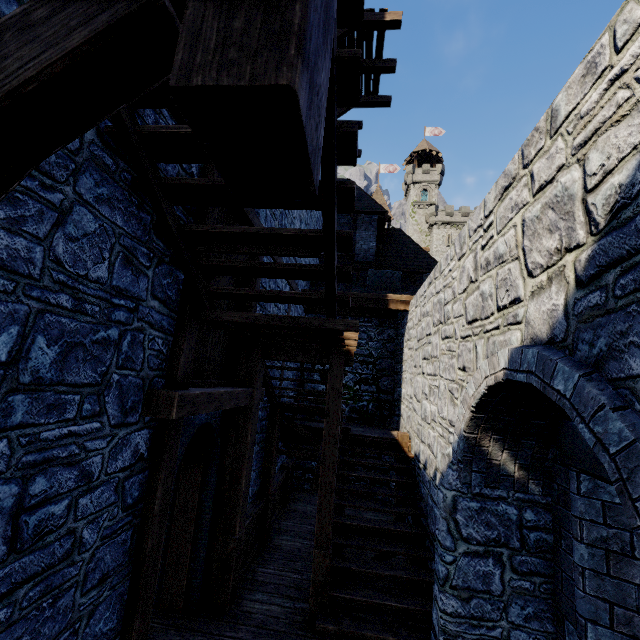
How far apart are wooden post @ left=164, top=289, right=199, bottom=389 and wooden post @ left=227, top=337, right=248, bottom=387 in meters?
1.8 m

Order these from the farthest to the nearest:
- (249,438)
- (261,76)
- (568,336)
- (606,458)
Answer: (249,438)
(568,336)
(606,458)
(261,76)

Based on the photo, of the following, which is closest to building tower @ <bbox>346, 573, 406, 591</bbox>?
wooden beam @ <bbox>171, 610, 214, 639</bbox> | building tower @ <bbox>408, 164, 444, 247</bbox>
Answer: wooden beam @ <bbox>171, 610, 214, 639</bbox>

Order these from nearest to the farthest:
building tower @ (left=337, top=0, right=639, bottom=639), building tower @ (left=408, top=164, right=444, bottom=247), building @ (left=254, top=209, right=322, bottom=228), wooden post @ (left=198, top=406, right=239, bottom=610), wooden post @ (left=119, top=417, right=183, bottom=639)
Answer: building tower @ (left=337, top=0, right=639, bottom=639) → wooden post @ (left=119, top=417, right=183, bottom=639) → wooden post @ (left=198, top=406, right=239, bottom=610) → building @ (left=254, top=209, right=322, bottom=228) → building tower @ (left=408, top=164, right=444, bottom=247)

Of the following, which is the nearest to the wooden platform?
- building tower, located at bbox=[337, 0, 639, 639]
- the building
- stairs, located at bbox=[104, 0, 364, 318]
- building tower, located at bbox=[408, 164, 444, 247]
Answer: the building

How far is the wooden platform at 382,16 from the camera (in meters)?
10.51

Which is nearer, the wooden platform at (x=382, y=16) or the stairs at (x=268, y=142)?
the stairs at (x=268, y=142)
